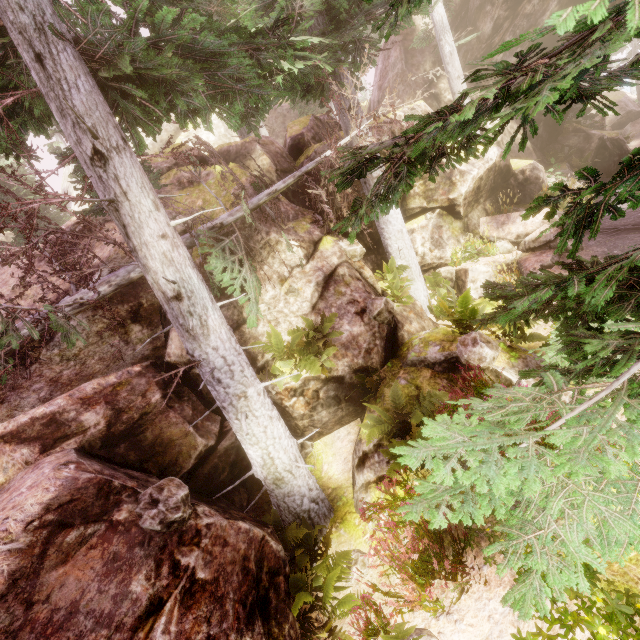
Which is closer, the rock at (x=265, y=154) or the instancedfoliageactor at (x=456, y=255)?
the instancedfoliageactor at (x=456, y=255)

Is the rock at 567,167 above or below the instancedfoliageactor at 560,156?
below

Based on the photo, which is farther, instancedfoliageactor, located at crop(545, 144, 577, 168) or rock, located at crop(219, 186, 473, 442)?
instancedfoliageactor, located at crop(545, 144, 577, 168)

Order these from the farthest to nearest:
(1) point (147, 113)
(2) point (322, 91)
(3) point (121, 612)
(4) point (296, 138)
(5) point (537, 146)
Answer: (5) point (537, 146), (4) point (296, 138), (2) point (322, 91), (1) point (147, 113), (3) point (121, 612)

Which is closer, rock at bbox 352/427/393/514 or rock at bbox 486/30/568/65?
rock at bbox 352/427/393/514

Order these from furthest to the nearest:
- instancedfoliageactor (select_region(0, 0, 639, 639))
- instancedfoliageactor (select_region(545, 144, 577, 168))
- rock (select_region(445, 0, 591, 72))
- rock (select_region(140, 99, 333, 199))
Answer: rock (select_region(445, 0, 591, 72))
instancedfoliageactor (select_region(545, 144, 577, 168))
rock (select_region(140, 99, 333, 199))
instancedfoliageactor (select_region(0, 0, 639, 639))
